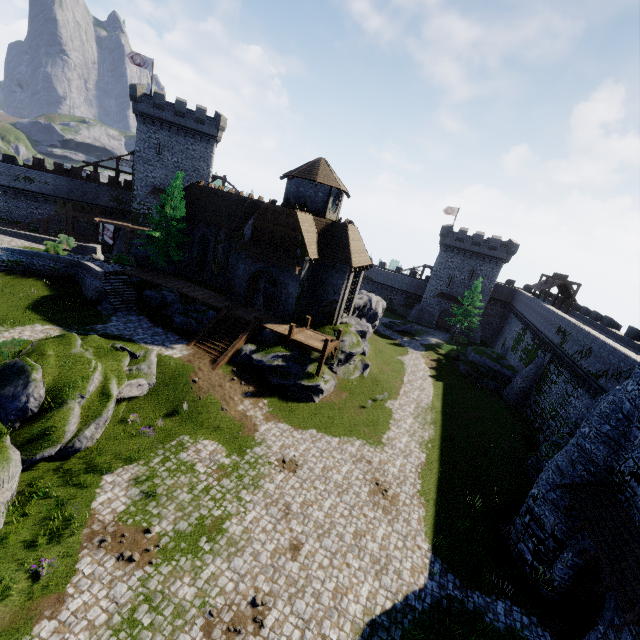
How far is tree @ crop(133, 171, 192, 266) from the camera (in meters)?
29.44

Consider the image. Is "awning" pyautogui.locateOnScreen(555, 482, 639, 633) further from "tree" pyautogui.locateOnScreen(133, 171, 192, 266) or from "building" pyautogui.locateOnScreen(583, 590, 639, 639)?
"tree" pyautogui.locateOnScreen(133, 171, 192, 266)

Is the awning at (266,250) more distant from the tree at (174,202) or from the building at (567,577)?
the building at (567,577)

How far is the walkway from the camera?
23.94m

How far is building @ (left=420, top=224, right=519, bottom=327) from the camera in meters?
50.8 m

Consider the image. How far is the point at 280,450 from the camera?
18.7m

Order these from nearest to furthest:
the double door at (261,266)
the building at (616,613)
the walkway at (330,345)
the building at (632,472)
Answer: the building at (616,613) → the building at (632,472) → the walkway at (330,345) → the double door at (261,266)

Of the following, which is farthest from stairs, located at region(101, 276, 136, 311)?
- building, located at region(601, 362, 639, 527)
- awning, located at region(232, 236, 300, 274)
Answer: building, located at region(601, 362, 639, 527)
